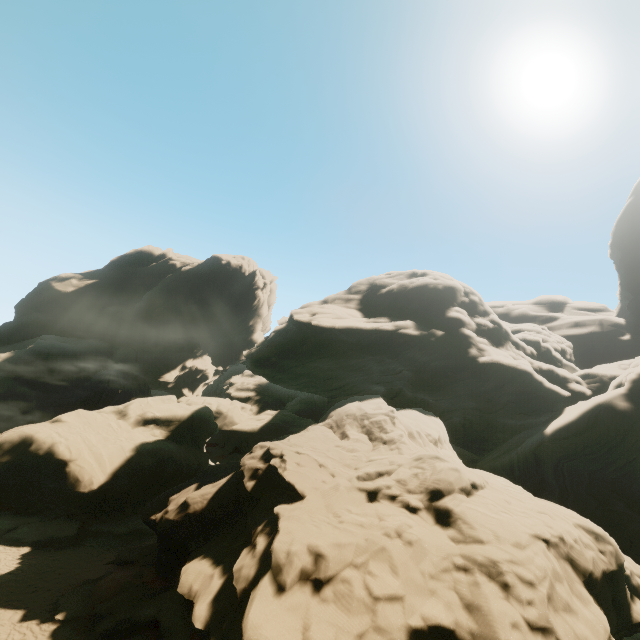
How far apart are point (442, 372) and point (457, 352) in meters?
2.5

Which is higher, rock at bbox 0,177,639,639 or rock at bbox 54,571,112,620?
rock at bbox 0,177,639,639

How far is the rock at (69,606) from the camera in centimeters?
1247cm

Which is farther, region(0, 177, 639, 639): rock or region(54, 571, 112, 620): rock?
region(54, 571, 112, 620): rock

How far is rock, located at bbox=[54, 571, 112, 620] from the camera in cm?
1247

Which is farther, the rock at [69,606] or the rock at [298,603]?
the rock at [69,606]
